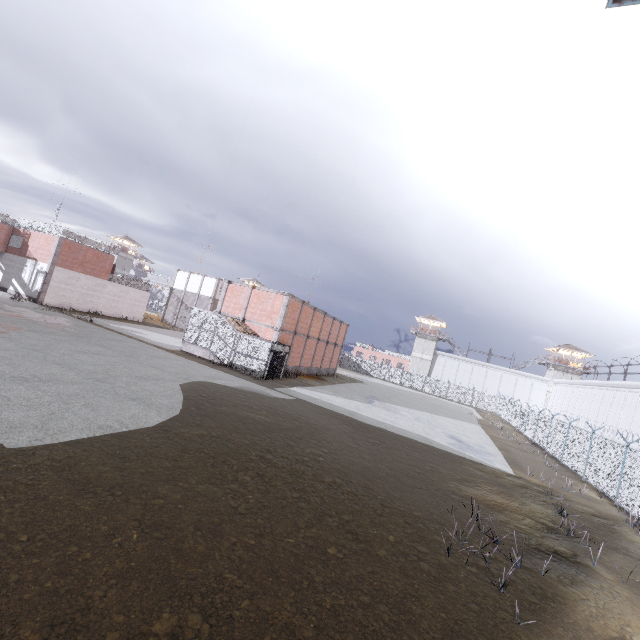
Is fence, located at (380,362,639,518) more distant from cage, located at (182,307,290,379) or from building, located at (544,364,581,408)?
building, located at (544,364,581,408)

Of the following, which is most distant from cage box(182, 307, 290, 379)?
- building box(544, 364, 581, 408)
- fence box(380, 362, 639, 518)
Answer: building box(544, 364, 581, 408)

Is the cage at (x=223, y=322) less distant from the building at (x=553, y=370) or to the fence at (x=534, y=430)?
the fence at (x=534, y=430)

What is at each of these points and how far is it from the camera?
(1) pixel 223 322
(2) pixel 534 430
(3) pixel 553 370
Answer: (1) cage, 26.05m
(2) fence, 30.75m
(3) building, 56.59m

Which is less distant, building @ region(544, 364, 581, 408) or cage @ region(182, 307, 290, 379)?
cage @ region(182, 307, 290, 379)

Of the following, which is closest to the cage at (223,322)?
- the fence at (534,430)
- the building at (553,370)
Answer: the fence at (534,430)

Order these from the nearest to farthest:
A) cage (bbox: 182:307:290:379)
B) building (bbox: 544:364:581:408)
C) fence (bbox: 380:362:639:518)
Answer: fence (bbox: 380:362:639:518)
cage (bbox: 182:307:290:379)
building (bbox: 544:364:581:408)
